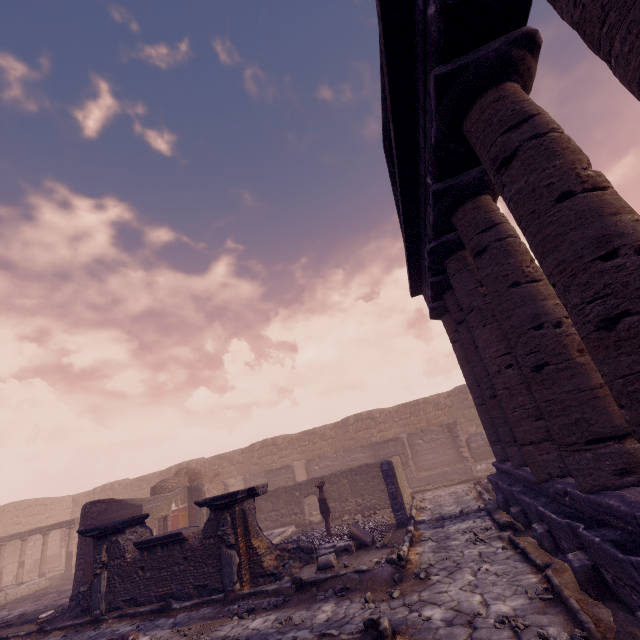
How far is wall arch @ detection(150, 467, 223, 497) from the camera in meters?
16.7 m

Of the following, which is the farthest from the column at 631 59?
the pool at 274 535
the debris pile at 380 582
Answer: the pool at 274 535

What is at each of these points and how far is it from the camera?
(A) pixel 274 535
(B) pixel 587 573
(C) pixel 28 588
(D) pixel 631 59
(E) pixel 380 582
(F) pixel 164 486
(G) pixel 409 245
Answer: (A) pool, 12.8m
(B) building base, 4.1m
(C) pool, 15.2m
(D) column, 1.9m
(E) debris pile, 6.3m
(F) wall arch, 16.7m
(G) pediment, 9.7m

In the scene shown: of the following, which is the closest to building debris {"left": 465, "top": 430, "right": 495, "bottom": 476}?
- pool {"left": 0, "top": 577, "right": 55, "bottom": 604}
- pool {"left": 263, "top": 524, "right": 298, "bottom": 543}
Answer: pool {"left": 263, "top": 524, "right": 298, "bottom": 543}

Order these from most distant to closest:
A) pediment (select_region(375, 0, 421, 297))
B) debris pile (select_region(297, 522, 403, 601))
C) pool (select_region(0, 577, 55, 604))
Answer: pool (select_region(0, 577, 55, 604)), debris pile (select_region(297, 522, 403, 601)), pediment (select_region(375, 0, 421, 297))

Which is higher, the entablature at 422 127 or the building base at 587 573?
the entablature at 422 127

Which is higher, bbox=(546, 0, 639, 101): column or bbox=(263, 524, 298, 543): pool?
bbox=(546, 0, 639, 101): column

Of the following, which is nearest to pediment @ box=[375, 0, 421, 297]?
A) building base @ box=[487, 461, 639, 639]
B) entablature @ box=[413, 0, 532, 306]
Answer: entablature @ box=[413, 0, 532, 306]
